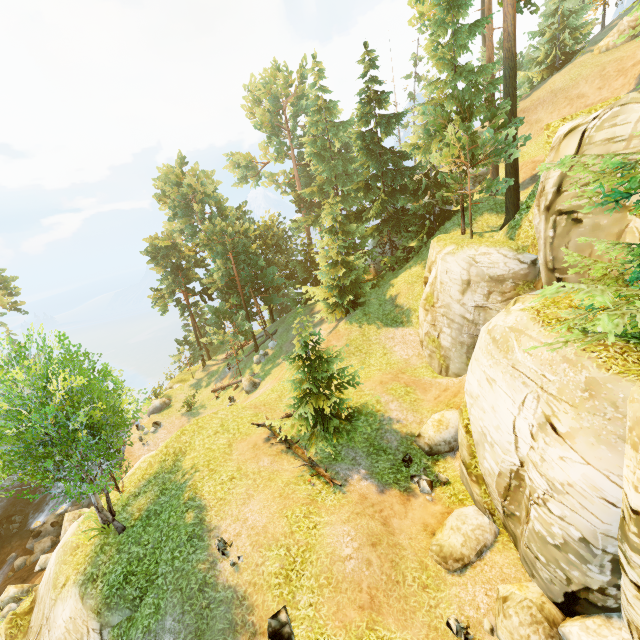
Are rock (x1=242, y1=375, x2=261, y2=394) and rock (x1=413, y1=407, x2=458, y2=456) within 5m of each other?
no

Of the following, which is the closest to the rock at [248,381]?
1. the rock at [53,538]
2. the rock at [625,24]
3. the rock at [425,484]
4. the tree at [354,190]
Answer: the tree at [354,190]

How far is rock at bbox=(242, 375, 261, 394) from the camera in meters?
27.5 m

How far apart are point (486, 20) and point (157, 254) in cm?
3605

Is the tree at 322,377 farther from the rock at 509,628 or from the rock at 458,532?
the rock at 509,628

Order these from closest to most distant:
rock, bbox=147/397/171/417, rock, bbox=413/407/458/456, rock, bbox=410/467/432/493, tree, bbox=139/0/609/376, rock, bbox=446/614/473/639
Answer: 1. rock, bbox=446/614/473/639
2. rock, bbox=410/467/432/493
3. rock, bbox=413/407/458/456
4. tree, bbox=139/0/609/376
5. rock, bbox=147/397/171/417

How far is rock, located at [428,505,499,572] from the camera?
10.1 meters

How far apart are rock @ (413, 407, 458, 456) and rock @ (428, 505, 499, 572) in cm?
270
